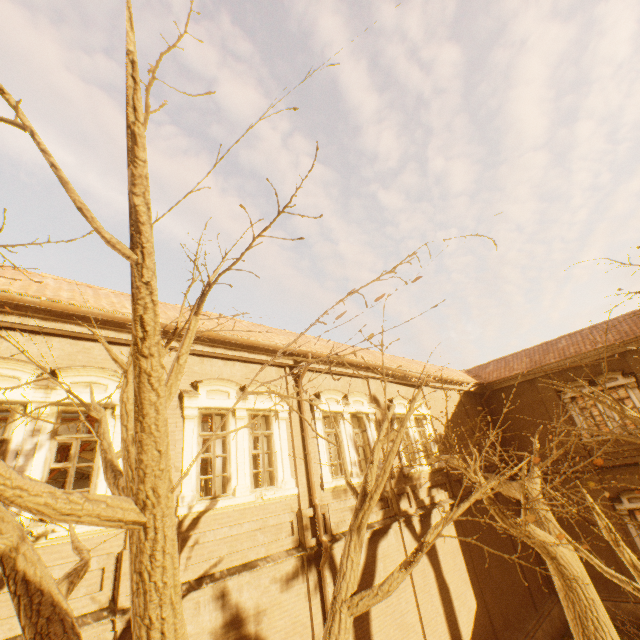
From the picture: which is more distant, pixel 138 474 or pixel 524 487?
pixel 524 487
